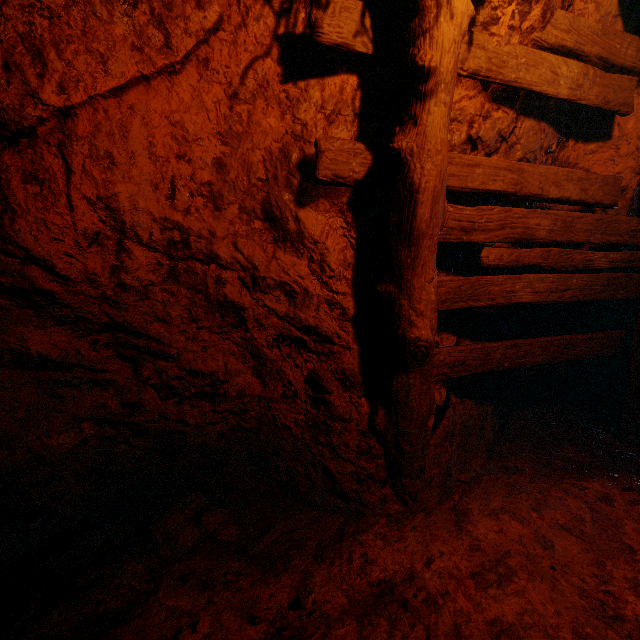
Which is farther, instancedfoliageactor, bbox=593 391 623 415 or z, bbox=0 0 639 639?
instancedfoliageactor, bbox=593 391 623 415

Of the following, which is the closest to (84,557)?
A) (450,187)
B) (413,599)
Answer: (413,599)

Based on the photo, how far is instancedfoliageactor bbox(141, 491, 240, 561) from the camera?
1.85m

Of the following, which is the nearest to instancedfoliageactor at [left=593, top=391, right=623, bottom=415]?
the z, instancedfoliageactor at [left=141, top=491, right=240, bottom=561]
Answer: the z

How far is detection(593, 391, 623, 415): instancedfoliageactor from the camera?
3.64m

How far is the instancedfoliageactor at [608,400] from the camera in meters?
3.6 m

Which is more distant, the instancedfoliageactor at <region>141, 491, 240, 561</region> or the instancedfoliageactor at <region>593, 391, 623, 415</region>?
the instancedfoliageactor at <region>593, 391, 623, 415</region>

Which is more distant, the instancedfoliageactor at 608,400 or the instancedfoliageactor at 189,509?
the instancedfoliageactor at 608,400
